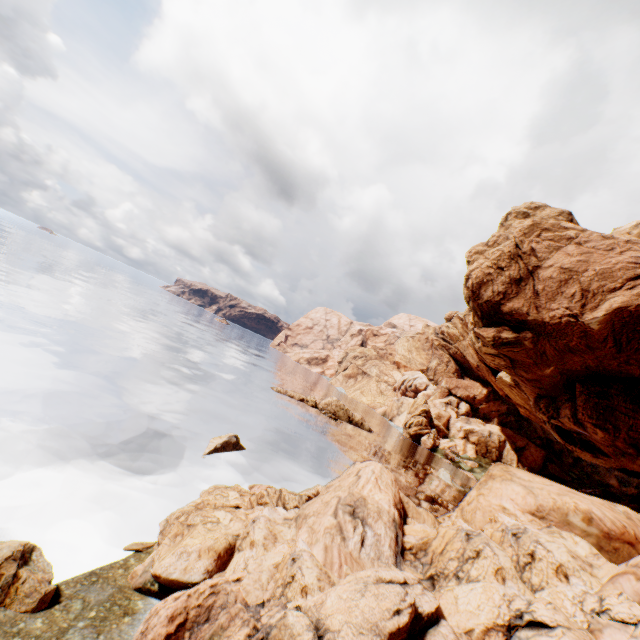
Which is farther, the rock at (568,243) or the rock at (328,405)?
the rock at (328,405)

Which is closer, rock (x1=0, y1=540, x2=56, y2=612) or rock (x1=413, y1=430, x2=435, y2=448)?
rock (x1=0, y1=540, x2=56, y2=612)

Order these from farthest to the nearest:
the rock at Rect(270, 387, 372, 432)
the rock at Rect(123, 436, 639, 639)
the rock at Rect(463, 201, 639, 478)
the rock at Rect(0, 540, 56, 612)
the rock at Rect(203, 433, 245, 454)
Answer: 1. the rock at Rect(270, 387, 372, 432)
2. the rock at Rect(463, 201, 639, 478)
3. the rock at Rect(203, 433, 245, 454)
4. the rock at Rect(0, 540, 56, 612)
5. the rock at Rect(123, 436, 639, 639)

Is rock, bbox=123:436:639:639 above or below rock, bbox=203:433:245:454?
above

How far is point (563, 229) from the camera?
34.3 meters

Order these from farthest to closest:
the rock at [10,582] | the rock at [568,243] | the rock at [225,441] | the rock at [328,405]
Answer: the rock at [328,405], the rock at [568,243], the rock at [225,441], the rock at [10,582]
